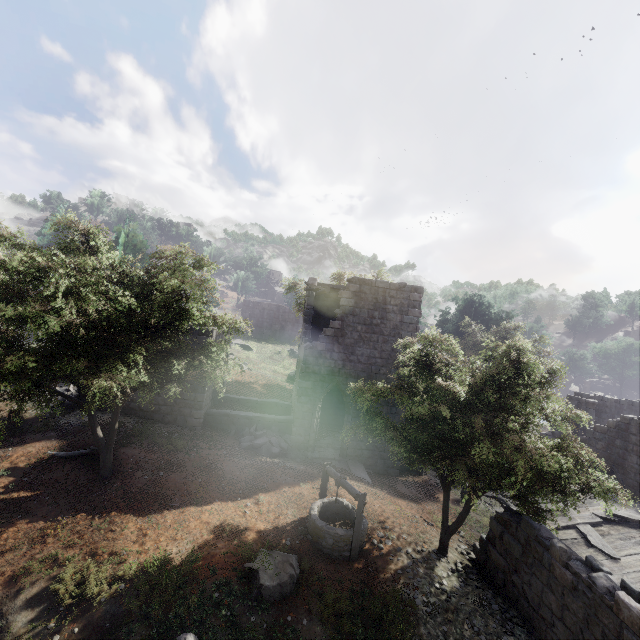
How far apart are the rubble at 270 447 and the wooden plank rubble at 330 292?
7.54m

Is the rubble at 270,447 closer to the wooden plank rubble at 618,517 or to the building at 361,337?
the building at 361,337

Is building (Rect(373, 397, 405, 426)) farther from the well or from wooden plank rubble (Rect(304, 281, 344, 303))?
the well

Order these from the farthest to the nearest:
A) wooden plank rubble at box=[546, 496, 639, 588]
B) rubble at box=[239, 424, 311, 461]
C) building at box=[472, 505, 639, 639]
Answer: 1. rubble at box=[239, 424, 311, 461]
2. wooden plank rubble at box=[546, 496, 639, 588]
3. building at box=[472, 505, 639, 639]

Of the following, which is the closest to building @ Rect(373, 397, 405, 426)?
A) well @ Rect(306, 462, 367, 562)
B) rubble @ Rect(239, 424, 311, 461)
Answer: rubble @ Rect(239, 424, 311, 461)

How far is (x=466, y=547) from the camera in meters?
12.0

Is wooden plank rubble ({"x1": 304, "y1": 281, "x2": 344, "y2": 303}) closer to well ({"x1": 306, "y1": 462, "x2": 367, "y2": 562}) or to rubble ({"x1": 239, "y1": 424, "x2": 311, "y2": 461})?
rubble ({"x1": 239, "y1": 424, "x2": 311, "y2": 461})

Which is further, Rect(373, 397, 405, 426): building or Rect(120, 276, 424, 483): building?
Rect(373, 397, 405, 426): building
